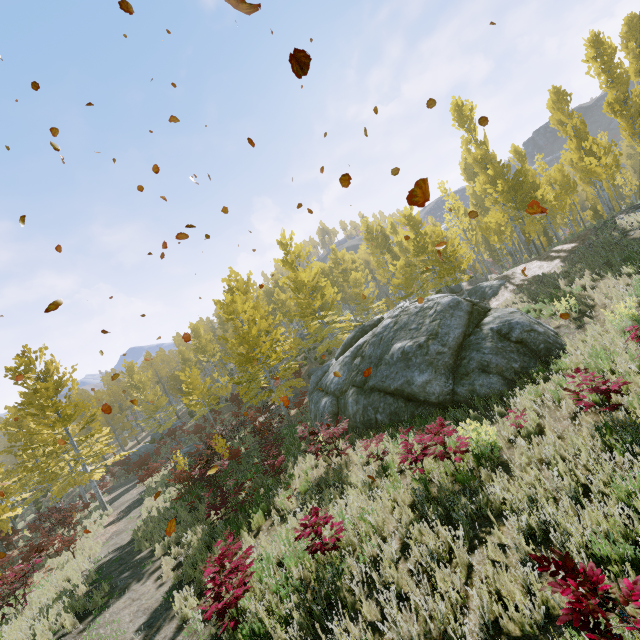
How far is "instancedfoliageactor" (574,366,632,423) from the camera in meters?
5.7 m

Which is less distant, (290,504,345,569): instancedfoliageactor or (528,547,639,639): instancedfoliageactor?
(528,547,639,639): instancedfoliageactor

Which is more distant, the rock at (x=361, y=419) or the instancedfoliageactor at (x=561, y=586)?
the rock at (x=361, y=419)

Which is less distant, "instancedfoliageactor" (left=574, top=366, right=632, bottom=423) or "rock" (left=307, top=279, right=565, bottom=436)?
"instancedfoliageactor" (left=574, top=366, right=632, bottom=423)

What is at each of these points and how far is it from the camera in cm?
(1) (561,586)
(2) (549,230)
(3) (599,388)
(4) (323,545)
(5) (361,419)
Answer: (1) instancedfoliageactor, 213
(2) instancedfoliageactor, 3747
(3) instancedfoliageactor, 577
(4) instancedfoliageactor, 529
(5) rock, 1202

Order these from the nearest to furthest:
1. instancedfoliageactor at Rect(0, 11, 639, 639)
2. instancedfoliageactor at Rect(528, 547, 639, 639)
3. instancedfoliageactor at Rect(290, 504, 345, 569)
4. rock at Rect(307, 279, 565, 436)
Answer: instancedfoliageactor at Rect(528, 547, 639, 639) < instancedfoliageactor at Rect(290, 504, 345, 569) < instancedfoliageactor at Rect(0, 11, 639, 639) < rock at Rect(307, 279, 565, 436)

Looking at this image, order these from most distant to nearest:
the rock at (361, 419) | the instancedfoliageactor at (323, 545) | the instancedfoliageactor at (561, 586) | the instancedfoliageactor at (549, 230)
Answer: the rock at (361, 419) < the instancedfoliageactor at (549, 230) < the instancedfoliageactor at (323, 545) < the instancedfoliageactor at (561, 586)
